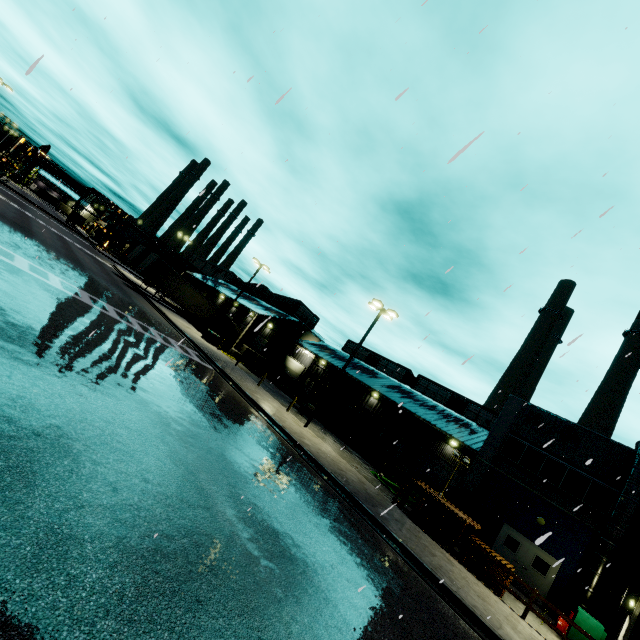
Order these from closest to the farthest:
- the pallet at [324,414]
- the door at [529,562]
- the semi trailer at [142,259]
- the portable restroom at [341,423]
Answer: the door at [529,562]
the portable restroom at [341,423]
the pallet at [324,414]
the semi trailer at [142,259]

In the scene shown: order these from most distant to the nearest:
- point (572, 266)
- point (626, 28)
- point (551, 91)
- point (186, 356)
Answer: point (186, 356) → point (572, 266) → point (626, 28) → point (551, 91)

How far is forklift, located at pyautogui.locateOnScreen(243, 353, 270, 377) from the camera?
33.44m

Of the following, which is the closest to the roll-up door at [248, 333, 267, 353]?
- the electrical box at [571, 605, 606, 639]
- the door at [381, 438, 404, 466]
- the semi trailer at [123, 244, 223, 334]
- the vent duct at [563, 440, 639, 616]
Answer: the semi trailer at [123, 244, 223, 334]

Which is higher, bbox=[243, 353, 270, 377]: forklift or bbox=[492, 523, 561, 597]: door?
bbox=[492, 523, 561, 597]: door

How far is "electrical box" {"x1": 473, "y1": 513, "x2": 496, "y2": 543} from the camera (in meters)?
19.69

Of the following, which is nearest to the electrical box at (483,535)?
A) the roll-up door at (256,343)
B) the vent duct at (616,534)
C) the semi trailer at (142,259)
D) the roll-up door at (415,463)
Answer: the vent duct at (616,534)

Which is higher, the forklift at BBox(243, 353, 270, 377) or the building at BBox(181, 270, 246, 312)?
the building at BBox(181, 270, 246, 312)
